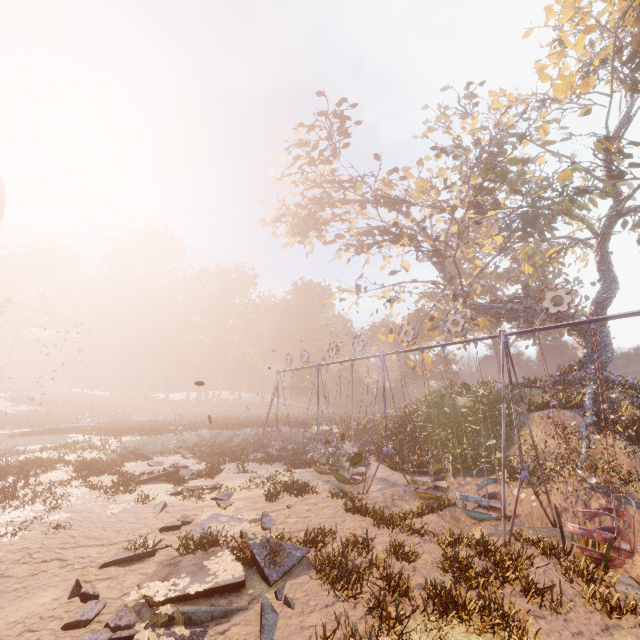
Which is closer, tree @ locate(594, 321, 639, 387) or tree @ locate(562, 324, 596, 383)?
tree @ locate(594, 321, 639, 387)

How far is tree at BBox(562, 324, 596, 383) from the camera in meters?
20.7

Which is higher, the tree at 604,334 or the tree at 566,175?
the tree at 566,175

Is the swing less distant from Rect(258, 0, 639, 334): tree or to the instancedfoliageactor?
Rect(258, 0, 639, 334): tree

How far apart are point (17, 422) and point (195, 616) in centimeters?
4218cm

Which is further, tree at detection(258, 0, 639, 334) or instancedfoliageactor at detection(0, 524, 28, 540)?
→ tree at detection(258, 0, 639, 334)

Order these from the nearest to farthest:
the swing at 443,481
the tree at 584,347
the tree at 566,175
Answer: the swing at 443,481 → the tree at 566,175 → the tree at 584,347
